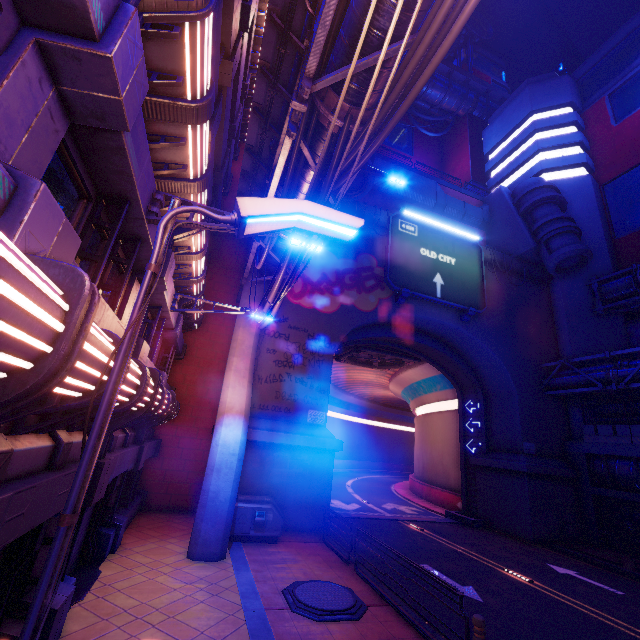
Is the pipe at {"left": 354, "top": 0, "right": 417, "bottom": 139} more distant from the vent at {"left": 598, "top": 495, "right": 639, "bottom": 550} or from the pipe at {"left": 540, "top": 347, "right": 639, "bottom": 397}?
the vent at {"left": 598, "top": 495, "right": 639, "bottom": 550}

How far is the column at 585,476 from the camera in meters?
18.9 m

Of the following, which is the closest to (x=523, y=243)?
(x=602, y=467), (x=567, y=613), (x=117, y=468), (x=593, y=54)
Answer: (x=602, y=467)

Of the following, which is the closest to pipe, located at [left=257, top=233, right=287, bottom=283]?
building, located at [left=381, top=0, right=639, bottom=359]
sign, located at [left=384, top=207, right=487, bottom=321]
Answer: sign, located at [left=384, top=207, right=487, bottom=321]

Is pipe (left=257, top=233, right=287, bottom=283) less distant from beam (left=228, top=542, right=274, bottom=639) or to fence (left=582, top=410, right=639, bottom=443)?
beam (left=228, top=542, right=274, bottom=639)

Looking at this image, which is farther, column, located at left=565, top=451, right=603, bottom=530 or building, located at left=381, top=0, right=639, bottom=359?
building, located at left=381, top=0, right=639, bottom=359

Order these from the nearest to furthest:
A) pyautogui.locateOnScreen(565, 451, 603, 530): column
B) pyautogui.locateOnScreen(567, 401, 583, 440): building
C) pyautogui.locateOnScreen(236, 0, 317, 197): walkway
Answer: pyautogui.locateOnScreen(236, 0, 317, 197): walkway
pyautogui.locateOnScreen(565, 451, 603, 530): column
pyautogui.locateOnScreen(567, 401, 583, 440): building

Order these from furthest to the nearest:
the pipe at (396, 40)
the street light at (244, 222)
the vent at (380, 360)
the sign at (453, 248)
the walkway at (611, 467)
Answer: the vent at (380, 360) < the sign at (453, 248) < the walkway at (611, 467) < the pipe at (396, 40) < the street light at (244, 222)
